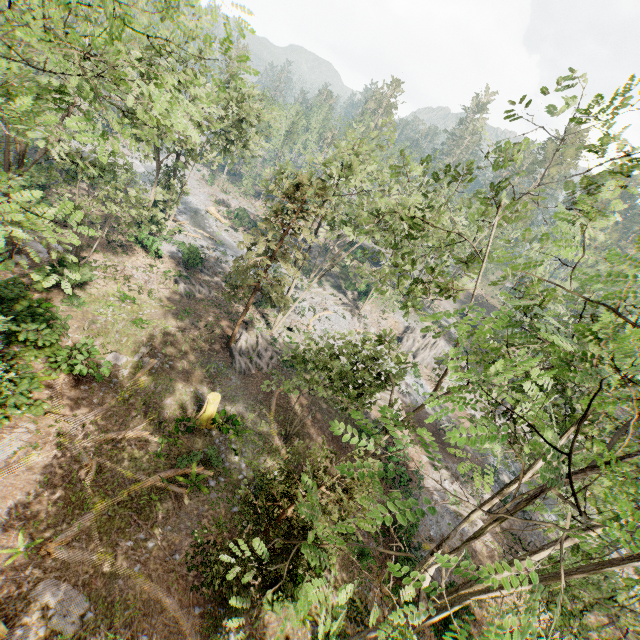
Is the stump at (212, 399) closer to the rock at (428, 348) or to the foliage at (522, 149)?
the foliage at (522, 149)

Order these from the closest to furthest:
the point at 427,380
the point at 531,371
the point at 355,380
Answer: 1. the point at 531,371
2. the point at 355,380
3. the point at 427,380

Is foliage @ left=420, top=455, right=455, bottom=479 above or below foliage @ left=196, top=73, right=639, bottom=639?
below

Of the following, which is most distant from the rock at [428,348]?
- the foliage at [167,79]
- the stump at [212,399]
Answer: the stump at [212,399]

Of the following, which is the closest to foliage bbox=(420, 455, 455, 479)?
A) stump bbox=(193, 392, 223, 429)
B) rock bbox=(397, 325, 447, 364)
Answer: rock bbox=(397, 325, 447, 364)

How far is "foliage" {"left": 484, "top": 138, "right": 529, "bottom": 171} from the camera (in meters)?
8.42
